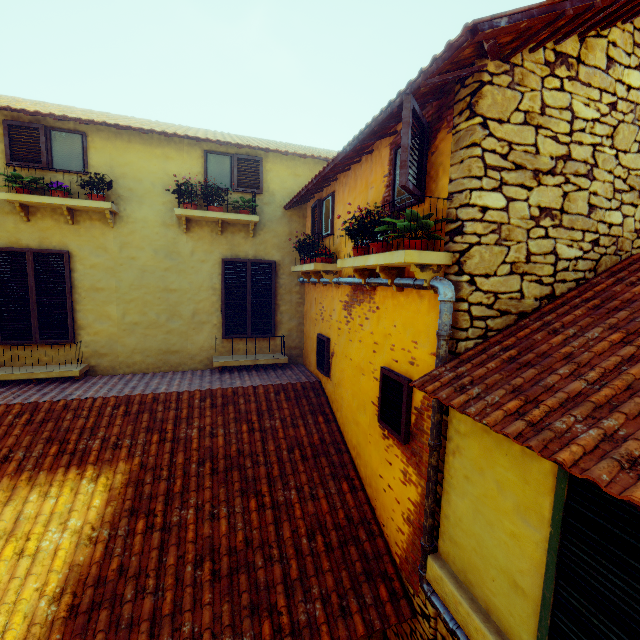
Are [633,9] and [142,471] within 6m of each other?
no

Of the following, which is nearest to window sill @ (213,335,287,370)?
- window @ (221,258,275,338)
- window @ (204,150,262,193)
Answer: window @ (221,258,275,338)

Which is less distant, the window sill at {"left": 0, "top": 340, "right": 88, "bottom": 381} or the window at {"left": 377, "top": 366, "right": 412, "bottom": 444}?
the window at {"left": 377, "top": 366, "right": 412, "bottom": 444}

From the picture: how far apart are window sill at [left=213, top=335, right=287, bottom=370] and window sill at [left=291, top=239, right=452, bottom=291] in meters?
3.2

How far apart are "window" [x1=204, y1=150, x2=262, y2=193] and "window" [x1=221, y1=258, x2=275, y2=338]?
1.3m

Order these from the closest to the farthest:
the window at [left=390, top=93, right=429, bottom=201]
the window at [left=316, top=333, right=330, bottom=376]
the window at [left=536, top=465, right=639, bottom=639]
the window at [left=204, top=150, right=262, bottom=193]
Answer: the window at [left=536, top=465, right=639, bottom=639], the window at [left=390, top=93, right=429, bottom=201], the window at [left=316, top=333, right=330, bottom=376], the window at [left=204, top=150, right=262, bottom=193]

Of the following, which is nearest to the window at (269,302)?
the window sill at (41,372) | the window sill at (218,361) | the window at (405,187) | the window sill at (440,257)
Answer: the window sill at (218,361)

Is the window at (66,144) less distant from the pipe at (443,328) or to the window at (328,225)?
the window at (328,225)
